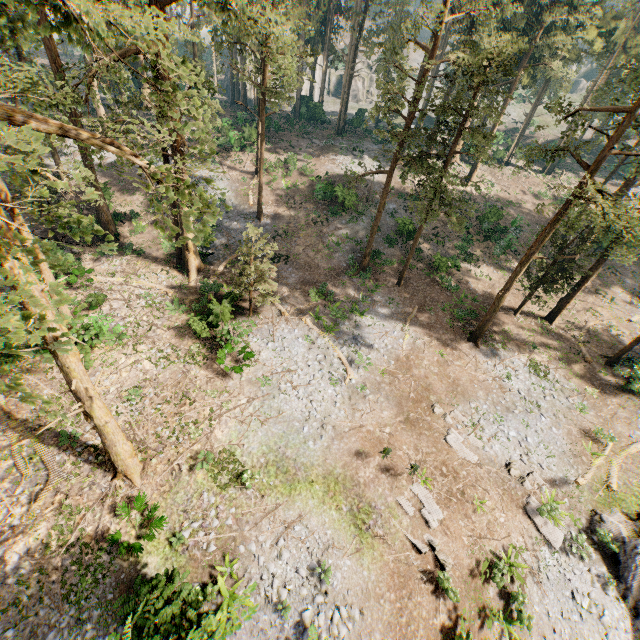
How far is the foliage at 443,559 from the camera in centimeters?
1404cm

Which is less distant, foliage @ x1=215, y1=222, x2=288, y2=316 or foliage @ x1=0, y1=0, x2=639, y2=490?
foliage @ x1=0, y1=0, x2=639, y2=490

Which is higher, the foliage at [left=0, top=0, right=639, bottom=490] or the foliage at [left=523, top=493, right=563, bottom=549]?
the foliage at [left=0, top=0, right=639, bottom=490]

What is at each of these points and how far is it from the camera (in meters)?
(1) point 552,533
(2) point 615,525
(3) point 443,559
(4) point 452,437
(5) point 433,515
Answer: (1) foliage, 15.91
(2) rock, 15.98
(3) foliage, 14.18
(4) foliage, 18.53
(5) foliage, 15.41

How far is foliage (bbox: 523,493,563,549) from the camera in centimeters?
1578cm

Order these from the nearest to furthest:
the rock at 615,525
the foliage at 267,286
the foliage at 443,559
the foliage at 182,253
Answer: the foliage at 182,253, the foliage at 443,559, the rock at 615,525, the foliage at 267,286

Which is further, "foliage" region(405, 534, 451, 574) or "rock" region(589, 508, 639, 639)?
"rock" region(589, 508, 639, 639)

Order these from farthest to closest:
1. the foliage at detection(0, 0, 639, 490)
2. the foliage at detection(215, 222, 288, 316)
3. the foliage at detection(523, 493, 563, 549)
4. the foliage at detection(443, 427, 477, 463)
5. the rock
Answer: the foliage at detection(215, 222, 288, 316) < the foliage at detection(443, 427, 477, 463) < the foliage at detection(523, 493, 563, 549) < the rock < the foliage at detection(0, 0, 639, 490)
